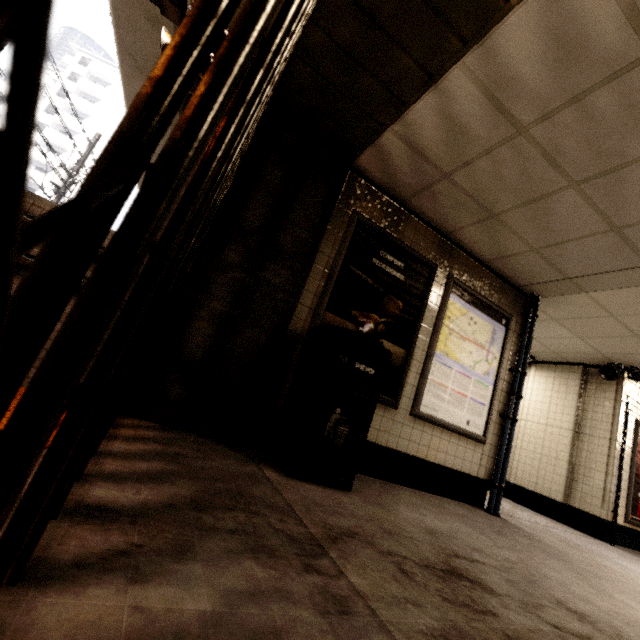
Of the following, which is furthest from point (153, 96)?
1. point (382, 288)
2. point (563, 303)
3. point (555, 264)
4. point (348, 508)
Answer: point (563, 303)

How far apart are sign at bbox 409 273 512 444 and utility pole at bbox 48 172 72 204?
14.0 meters

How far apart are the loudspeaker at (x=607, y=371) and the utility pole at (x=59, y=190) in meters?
16.6 m

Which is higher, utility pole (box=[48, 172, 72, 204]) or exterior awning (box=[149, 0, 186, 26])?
utility pole (box=[48, 172, 72, 204])

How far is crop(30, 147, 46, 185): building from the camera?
40.53m

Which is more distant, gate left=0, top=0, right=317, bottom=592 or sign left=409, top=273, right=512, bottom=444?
sign left=409, top=273, right=512, bottom=444

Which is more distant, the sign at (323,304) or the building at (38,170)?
the building at (38,170)

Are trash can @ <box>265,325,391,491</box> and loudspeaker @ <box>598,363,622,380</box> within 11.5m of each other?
yes
